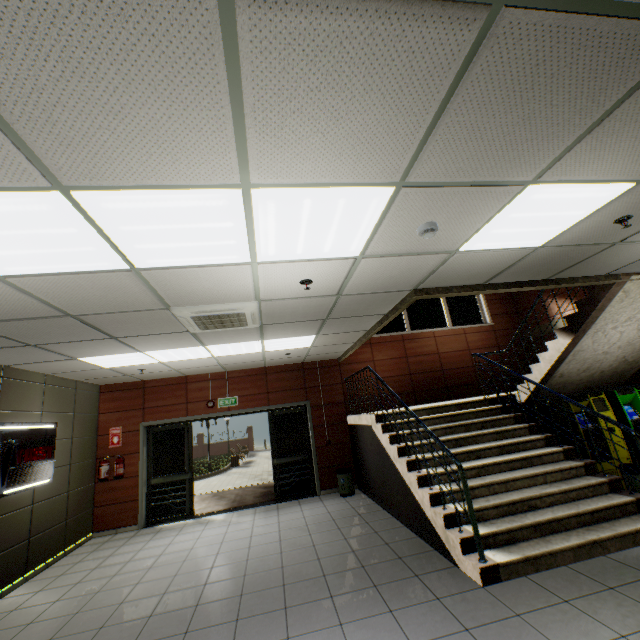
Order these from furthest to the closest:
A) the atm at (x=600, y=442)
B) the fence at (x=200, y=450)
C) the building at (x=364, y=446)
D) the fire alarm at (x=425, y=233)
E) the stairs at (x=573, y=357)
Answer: the fence at (x=200, y=450), the atm at (x=600, y=442), the building at (x=364, y=446), the stairs at (x=573, y=357), the fire alarm at (x=425, y=233)

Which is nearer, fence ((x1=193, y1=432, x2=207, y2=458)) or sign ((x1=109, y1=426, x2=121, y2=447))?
sign ((x1=109, y1=426, x2=121, y2=447))

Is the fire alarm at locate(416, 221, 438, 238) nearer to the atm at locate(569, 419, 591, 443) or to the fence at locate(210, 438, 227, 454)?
the atm at locate(569, 419, 591, 443)

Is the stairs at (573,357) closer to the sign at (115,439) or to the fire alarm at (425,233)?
the fire alarm at (425,233)

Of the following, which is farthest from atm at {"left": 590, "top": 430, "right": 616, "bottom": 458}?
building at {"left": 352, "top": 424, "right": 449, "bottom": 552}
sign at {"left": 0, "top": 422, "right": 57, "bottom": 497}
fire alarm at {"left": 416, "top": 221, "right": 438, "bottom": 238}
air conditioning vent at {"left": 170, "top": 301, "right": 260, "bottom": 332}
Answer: sign at {"left": 0, "top": 422, "right": 57, "bottom": 497}

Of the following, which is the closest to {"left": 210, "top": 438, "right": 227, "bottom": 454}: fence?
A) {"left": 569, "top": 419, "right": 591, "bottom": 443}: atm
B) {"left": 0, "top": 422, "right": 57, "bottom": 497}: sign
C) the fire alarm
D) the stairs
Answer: the stairs

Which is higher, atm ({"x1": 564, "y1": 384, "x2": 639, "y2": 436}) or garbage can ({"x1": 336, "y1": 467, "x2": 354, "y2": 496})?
A: atm ({"x1": 564, "y1": 384, "x2": 639, "y2": 436})

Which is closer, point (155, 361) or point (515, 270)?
point (515, 270)
